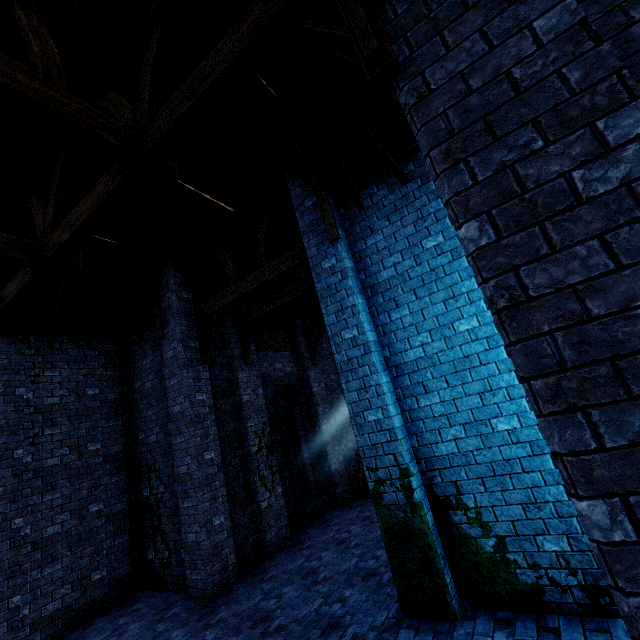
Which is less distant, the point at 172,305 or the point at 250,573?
the point at 250,573

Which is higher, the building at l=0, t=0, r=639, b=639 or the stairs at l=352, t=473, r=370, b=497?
the building at l=0, t=0, r=639, b=639

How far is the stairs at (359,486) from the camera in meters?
11.5

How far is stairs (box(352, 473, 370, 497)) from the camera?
11.5 meters

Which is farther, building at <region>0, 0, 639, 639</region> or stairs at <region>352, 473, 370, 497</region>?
stairs at <region>352, 473, 370, 497</region>

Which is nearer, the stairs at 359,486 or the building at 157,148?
the building at 157,148
